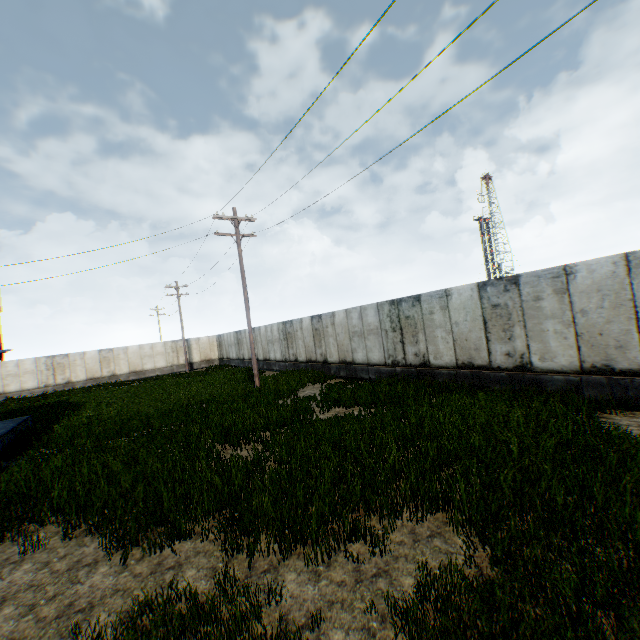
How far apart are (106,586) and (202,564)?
1.23m
